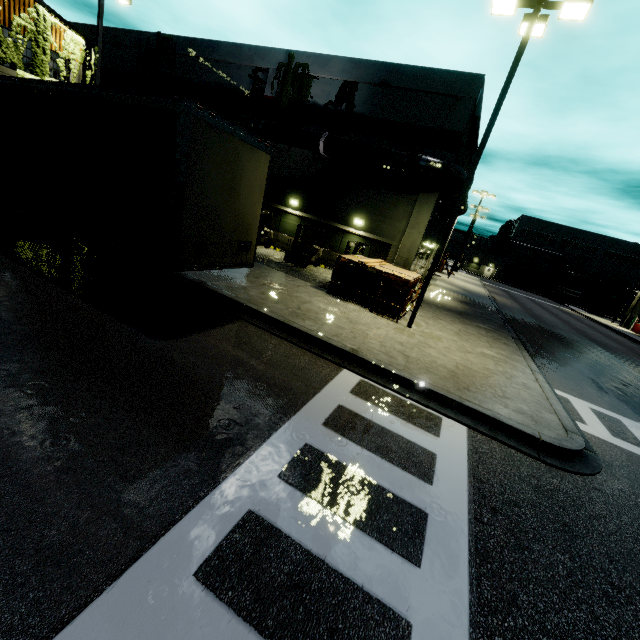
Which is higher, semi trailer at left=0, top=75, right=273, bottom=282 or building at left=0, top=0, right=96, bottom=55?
building at left=0, top=0, right=96, bottom=55

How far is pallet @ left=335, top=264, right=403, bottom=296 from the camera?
12.7m

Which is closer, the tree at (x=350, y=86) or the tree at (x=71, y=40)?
the tree at (x=71, y=40)

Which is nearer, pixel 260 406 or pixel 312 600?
pixel 312 600

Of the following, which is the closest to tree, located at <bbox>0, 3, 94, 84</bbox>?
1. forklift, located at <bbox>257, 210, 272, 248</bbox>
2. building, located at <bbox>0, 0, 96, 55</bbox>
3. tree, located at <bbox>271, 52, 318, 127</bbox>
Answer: building, located at <bbox>0, 0, 96, 55</bbox>

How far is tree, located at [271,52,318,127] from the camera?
18.3 meters

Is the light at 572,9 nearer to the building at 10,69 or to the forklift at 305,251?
the building at 10,69

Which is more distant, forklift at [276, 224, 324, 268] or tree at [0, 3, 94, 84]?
forklift at [276, 224, 324, 268]
